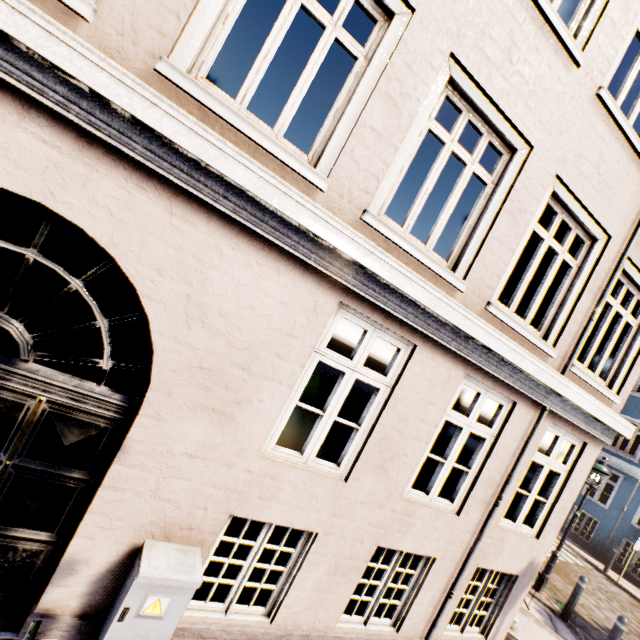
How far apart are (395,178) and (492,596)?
6.8m

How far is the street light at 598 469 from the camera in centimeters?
827cm

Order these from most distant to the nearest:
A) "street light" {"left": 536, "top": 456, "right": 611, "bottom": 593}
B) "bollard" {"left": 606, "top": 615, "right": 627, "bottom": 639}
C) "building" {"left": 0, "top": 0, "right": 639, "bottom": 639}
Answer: "street light" {"left": 536, "top": 456, "right": 611, "bottom": 593} → "bollard" {"left": 606, "top": 615, "right": 627, "bottom": 639} → "building" {"left": 0, "top": 0, "right": 639, "bottom": 639}

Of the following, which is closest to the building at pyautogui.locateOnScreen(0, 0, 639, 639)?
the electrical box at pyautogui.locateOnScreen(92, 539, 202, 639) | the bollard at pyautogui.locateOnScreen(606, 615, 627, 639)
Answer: the electrical box at pyautogui.locateOnScreen(92, 539, 202, 639)

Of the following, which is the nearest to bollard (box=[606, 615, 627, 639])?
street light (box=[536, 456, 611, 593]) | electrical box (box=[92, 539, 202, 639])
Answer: street light (box=[536, 456, 611, 593])

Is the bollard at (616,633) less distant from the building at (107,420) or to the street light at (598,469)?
the street light at (598,469)

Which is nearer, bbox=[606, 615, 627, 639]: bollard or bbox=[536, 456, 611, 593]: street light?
bbox=[606, 615, 627, 639]: bollard

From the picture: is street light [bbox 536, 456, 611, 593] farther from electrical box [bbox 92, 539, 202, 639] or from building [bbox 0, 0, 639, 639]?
building [bbox 0, 0, 639, 639]
